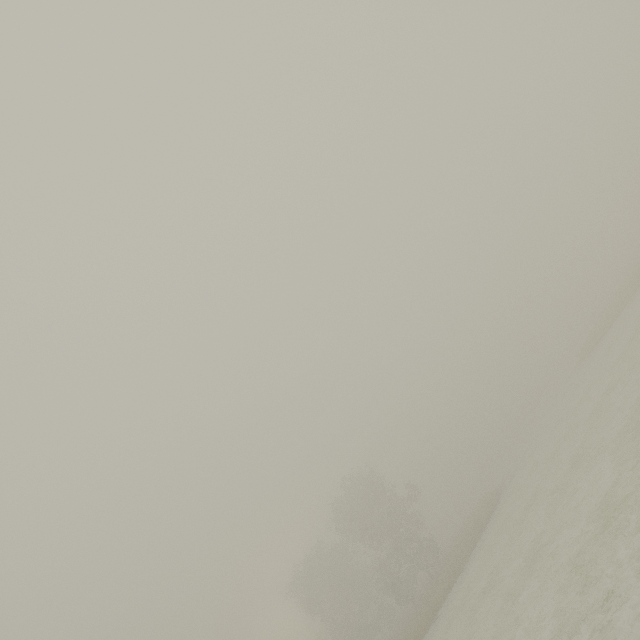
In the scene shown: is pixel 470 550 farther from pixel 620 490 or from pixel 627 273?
pixel 627 273
